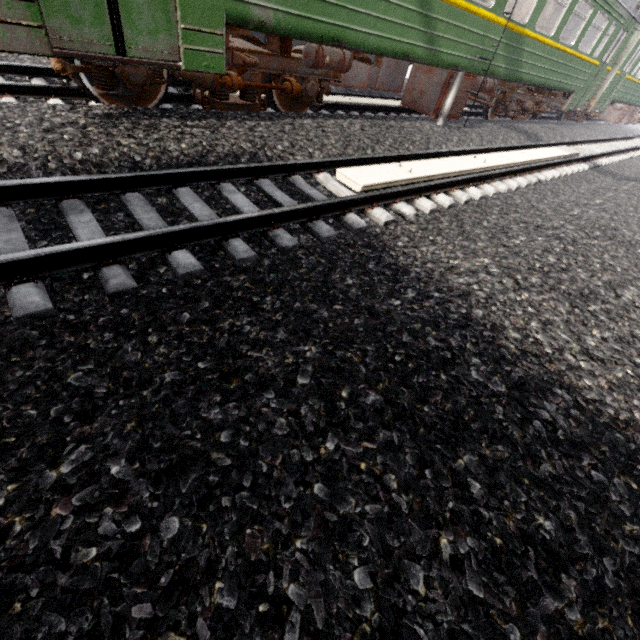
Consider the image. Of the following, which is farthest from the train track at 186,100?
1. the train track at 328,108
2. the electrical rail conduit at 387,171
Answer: the electrical rail conduit at 387,171

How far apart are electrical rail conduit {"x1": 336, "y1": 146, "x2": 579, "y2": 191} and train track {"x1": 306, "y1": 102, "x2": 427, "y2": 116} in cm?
287

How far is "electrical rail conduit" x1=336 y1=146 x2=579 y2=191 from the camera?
4.4m

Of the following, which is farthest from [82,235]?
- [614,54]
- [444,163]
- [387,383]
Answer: [614,54]

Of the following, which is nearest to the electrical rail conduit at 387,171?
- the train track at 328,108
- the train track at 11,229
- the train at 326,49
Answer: the train track at 11,229

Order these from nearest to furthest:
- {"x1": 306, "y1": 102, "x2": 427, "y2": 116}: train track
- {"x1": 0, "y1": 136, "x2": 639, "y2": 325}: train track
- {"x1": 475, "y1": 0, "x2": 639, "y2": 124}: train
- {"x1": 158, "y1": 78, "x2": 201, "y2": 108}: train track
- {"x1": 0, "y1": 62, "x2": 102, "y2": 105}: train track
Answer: {"x1": 0, "y1": 136, "x2": 639, "y2": 325}: train track < {"x1": 0, "y1": 62, "x2": 102, "y2": 105}: train track < {"x1": 158, "y1": 78, "x2": 201, "y2": 108}: train track < {"x1": 306, "y1": 102, "x2": 427, "y2": 116}: train track < {"x1": 475, "y1": 0, "x2": 639, "y2": 124}: train

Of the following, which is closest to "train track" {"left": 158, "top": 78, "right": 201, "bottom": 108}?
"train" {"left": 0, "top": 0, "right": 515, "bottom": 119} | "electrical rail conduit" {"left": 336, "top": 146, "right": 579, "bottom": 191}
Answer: "train" {"left": 0, "top": 0, "right": 515, "bottom": 119}

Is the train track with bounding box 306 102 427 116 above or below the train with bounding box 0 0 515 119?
below
